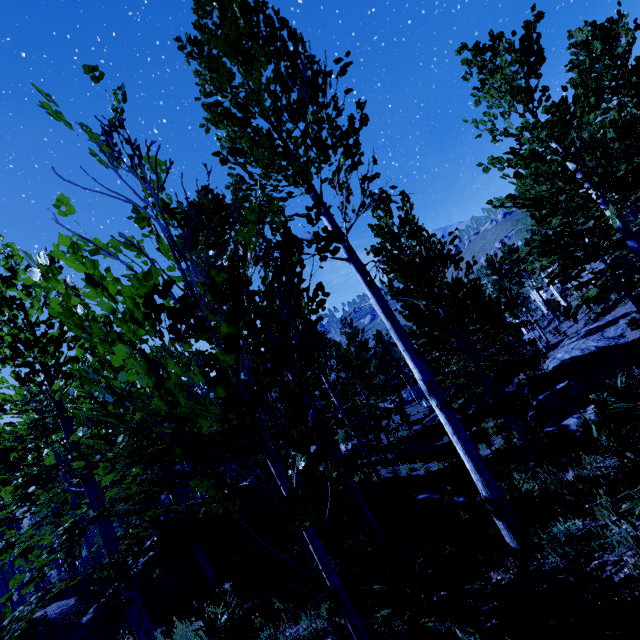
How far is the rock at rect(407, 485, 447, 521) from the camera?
8.92m

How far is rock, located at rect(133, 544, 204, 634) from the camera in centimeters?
1032cm

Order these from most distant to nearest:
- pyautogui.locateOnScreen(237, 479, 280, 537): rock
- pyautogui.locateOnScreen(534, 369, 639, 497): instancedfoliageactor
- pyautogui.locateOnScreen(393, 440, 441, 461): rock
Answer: pyautogui.locateOnScreen(393, 440, 441, 461): rock
pyautogui.locateOnScreen(237, 479, 280, 537): rock
pyautogui.locateOnScreen(534, 369, 639, 497): instancedfoliageactor

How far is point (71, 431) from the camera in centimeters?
567cm

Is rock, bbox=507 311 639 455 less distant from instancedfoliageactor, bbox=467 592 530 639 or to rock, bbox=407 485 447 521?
instancedfoliageactor, bbox=467 592 530 639

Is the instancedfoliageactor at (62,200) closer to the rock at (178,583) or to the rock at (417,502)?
the rock at (178,583)

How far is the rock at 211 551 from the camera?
12.46m

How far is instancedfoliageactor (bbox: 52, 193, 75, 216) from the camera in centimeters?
224cm
